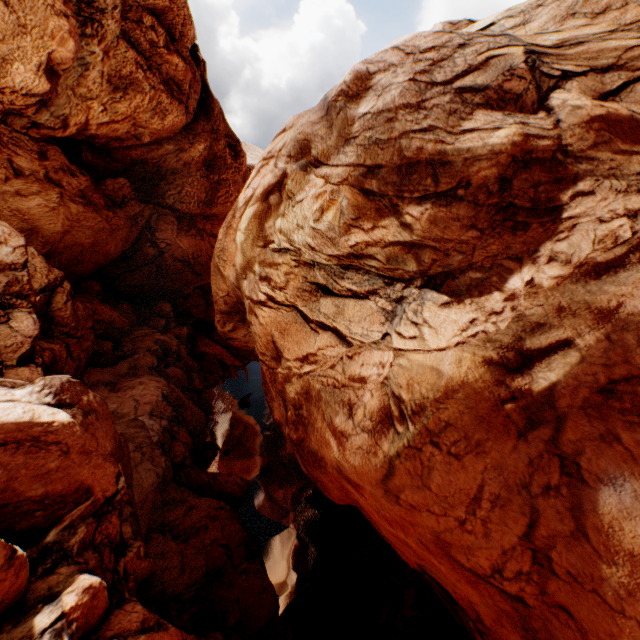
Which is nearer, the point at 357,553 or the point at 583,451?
the point at 583,451
